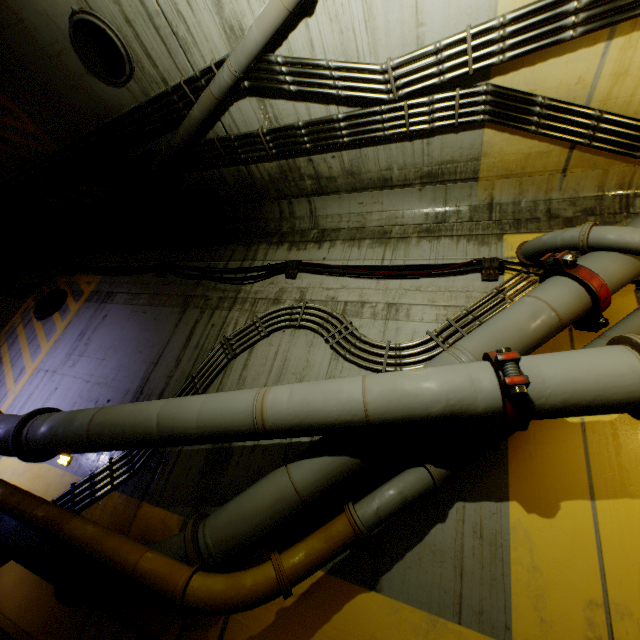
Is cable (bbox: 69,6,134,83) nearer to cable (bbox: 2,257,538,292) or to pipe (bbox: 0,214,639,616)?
pipe (bbox: 0,214,639,616)

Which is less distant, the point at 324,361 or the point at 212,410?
the point at 212,410

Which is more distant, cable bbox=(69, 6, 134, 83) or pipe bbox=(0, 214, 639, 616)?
cable bbox=(69, 6, 134, 83)

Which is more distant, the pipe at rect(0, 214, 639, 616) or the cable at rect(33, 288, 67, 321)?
the cable at rect(33, 288, 67, 321)

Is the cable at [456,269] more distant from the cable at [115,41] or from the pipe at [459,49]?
the cable at [115,41]
